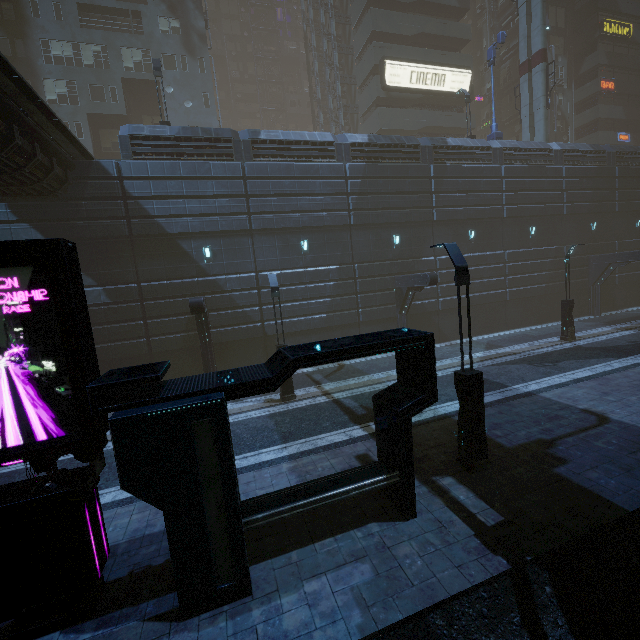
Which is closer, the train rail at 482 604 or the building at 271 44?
the train rail at 482 604

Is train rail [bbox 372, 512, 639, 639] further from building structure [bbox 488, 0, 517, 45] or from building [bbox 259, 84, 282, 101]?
building structure [bbox 488, 0, 517, 45]

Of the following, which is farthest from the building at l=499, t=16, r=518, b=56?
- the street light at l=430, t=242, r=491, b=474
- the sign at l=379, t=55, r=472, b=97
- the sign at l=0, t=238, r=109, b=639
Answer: the street light at l=430, t=242, r=491, b=474

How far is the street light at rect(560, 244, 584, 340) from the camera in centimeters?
1881cm

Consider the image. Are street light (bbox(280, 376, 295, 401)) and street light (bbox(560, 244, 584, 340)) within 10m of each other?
no

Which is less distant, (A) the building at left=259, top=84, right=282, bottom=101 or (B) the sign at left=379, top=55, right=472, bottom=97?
(B) the sign at left=379, top=55, right=472, bottom=97

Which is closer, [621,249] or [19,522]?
[19,522]

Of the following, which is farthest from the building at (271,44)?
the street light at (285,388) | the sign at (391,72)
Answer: the street light at (285,388)
